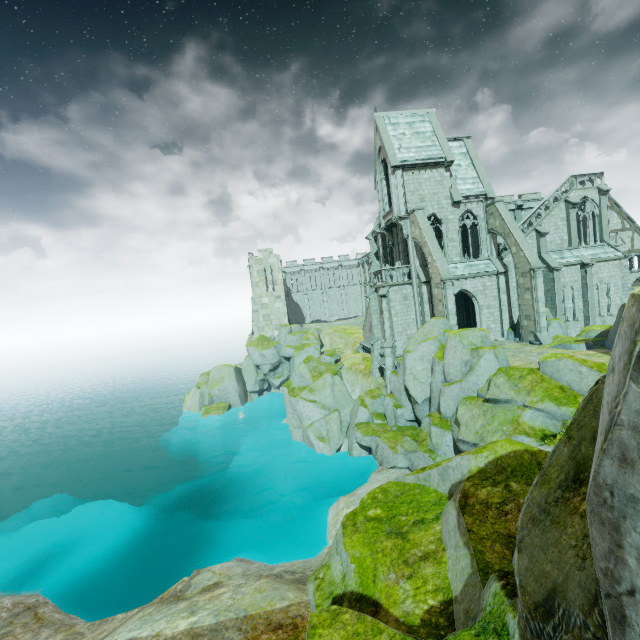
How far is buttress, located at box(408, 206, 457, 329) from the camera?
22.7m

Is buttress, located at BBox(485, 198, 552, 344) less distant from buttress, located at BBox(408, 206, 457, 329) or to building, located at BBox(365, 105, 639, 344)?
building, located at BBox(365, 105, 639, 344)

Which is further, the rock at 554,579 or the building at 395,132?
the building at 395,132

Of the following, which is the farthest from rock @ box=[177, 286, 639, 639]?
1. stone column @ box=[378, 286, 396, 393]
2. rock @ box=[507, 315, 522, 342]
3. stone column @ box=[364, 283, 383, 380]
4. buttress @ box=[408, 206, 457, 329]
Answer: rock @ box=[507, 315, 522, 342]

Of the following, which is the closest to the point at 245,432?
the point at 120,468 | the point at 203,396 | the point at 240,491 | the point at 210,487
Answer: the point at 210,487

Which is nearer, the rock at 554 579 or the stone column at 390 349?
the rock at 554 579

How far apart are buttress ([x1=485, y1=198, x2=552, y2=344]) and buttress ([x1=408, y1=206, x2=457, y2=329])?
5.9m

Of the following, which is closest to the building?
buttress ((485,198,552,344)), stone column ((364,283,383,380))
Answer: buttress ((485,198,552,344))
